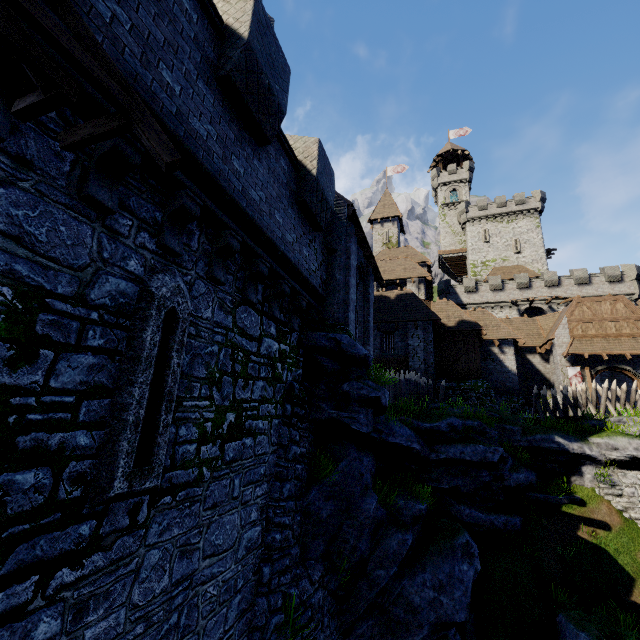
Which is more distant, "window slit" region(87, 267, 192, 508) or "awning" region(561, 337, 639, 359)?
"awning" region(561, 337, 639, 359)

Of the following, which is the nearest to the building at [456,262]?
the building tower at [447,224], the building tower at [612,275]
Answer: the building tower at [447,224]

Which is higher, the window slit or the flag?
the flag

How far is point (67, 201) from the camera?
3.19m

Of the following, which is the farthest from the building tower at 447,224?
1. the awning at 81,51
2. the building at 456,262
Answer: the awning at 81,51

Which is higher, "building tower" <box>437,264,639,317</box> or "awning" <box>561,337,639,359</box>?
"building tower" <box>437,264,639,317</box>

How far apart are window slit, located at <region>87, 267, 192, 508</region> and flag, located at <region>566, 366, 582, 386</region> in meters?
27.7 m

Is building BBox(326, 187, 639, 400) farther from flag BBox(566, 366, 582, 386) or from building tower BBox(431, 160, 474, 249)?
building tower BBox(431, 160, 474, 249)
